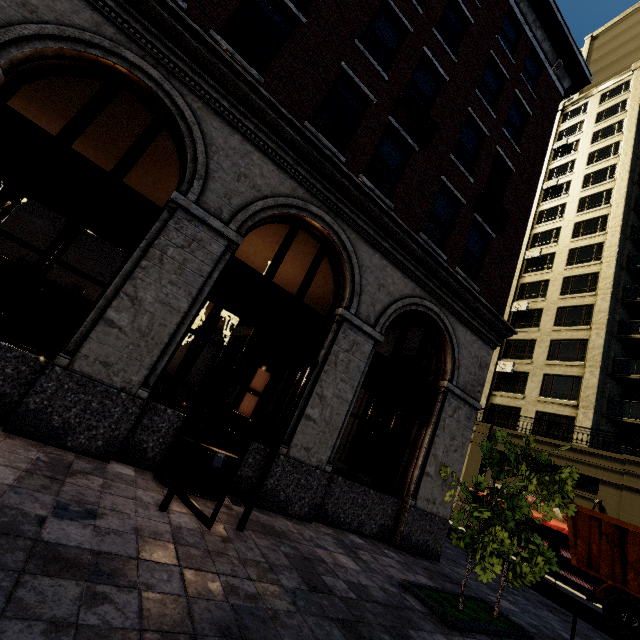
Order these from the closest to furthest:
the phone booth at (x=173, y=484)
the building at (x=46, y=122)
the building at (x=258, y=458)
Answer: the phone booth at (x=173, y=484) → the building at (x=46, y=122) → the building at (x=258, y=458)

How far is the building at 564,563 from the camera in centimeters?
1574cm

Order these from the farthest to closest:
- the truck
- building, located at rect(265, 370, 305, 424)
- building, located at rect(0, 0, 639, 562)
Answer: the truck
building, located at rect(265, 370, 305, 424)
building, located at rect(0, 0, 639, 562)

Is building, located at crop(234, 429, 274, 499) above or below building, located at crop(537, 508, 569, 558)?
below

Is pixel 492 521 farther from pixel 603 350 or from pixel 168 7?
pixel 603 350

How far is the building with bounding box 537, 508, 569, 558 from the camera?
16.0m

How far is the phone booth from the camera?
4.2m
